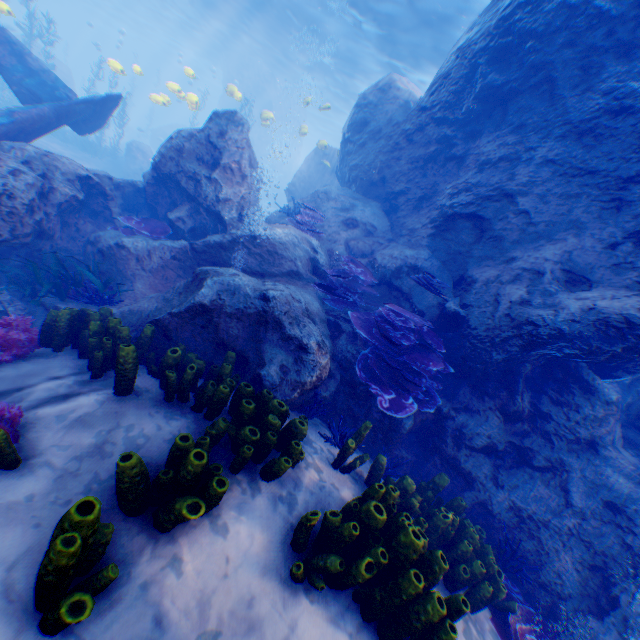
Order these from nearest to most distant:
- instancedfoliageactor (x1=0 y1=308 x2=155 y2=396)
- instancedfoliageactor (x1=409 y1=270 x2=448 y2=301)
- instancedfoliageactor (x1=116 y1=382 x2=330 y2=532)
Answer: instancedfoliageactor (x1=116 y1=382 x2=330 y2=532)
instancedfoliageactor (x1=0 y1=308 x2=155 y2=396)
instancedfoliageactor (x1=409 y1=270 x2=448 y2=301)

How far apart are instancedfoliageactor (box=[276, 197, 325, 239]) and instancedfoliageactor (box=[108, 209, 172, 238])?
3.0 meters

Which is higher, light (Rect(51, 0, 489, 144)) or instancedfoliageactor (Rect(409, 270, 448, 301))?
light (Rect(51, 0, 489, 144))

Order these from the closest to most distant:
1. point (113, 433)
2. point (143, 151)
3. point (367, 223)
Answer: point (113, 433) → point (367, 223) → point (143, 151)

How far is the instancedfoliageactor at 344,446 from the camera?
4.0m

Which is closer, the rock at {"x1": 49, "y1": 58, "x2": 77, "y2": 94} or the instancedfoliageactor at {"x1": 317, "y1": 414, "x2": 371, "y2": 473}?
the instancedfoliageactor at {"x1": 317, "y1": 414, "x2": 371, "y2": 473}

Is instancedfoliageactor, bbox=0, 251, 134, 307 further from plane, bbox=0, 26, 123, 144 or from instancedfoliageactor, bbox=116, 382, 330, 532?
instancedfoliageactor, bbox=116, 382, 330, 532

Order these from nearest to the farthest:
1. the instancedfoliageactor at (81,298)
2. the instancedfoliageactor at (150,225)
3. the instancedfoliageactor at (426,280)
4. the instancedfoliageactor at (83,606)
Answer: the instancedfoliageactor at (83,606) → the instancedfoliageactor at (81,298) → the instancedfoliageactor at (426,280) → the instancedfoliageactor at (150,225)
